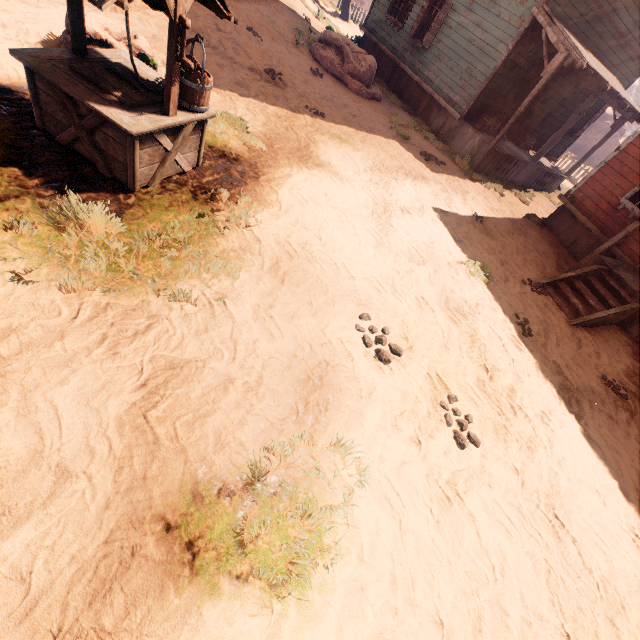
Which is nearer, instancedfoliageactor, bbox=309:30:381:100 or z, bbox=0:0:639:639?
z, bbox=0:0:639:639

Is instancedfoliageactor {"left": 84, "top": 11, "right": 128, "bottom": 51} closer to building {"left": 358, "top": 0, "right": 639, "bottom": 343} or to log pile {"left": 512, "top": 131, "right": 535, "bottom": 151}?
building {"left": 358, "top": 0, "right": 639, "bottom": 343}

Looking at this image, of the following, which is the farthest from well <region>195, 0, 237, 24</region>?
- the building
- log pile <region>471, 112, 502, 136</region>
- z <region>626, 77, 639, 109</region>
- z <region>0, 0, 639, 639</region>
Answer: z <region>626, 77, 639, 109</region>

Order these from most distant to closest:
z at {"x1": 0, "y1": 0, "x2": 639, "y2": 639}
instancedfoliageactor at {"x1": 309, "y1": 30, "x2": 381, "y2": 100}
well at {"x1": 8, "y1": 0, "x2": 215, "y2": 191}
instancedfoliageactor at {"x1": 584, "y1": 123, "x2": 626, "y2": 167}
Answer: instancedfoliageactor at {"x1": 584, "y1": 123, "x2": 626, "y2": 167} → instancedfoliageactor at {"x1": 309, "y1": 30, "x2": 381, "y2": 100} → well at {"x1": 8, "y1": 0, "x2": 215, "y2": 191} → z at {"x1": 0, "y1": 0, "x2": 639, "y2": 639}

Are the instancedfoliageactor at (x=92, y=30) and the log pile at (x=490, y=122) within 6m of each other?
no

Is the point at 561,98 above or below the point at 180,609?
above

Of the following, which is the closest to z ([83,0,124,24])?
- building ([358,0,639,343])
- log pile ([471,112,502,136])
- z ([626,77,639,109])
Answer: building ([358,0,639,343])

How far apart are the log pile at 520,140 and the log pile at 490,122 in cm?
117
